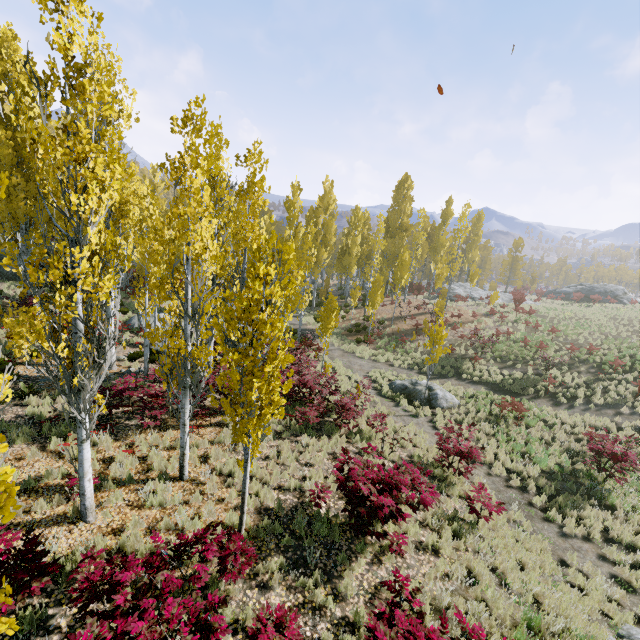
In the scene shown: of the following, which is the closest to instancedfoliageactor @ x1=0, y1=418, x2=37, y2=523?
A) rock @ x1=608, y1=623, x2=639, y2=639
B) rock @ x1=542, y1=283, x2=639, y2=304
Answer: rock @ x1=542, y1=283, x2=639, y2=304

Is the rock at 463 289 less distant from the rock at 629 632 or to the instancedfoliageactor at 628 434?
the instancedfoliageactor at 628 434

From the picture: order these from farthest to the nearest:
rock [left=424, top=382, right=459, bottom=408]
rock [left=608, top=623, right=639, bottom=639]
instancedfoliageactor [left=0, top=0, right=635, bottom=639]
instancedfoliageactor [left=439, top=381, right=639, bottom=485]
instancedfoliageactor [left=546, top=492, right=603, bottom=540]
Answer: rock [left=424, top=382, right=459, bottom=408] → instancedfoliageactor [left=439, top=381, right=639, bottom=485] → instancedfoliageactor [left=546, top=492, right=603, bottom=540] → rock [left=608, top=623, right=639, bottom=639] → instancedfoliageactor [left=0, top=0, right=635, bottom=639]

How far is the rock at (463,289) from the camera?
35.97m

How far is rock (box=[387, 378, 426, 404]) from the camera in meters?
16.7 m

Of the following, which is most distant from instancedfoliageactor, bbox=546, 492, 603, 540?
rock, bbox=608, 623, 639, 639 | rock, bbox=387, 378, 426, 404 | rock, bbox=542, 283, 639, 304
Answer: rock, bbox=387, 378, 426, 404

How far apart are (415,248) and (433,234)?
14.5 meters

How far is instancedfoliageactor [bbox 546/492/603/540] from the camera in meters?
9.8
